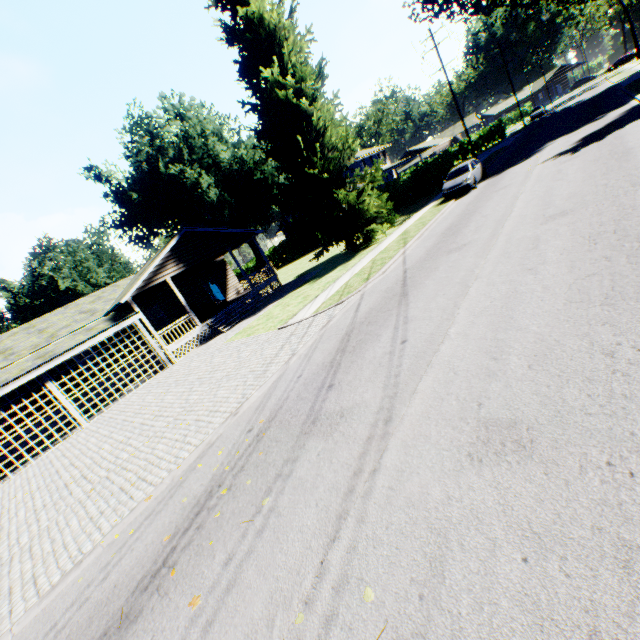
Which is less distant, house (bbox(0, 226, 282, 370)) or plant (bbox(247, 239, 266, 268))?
house (bbox(0, 226, 282, 370))

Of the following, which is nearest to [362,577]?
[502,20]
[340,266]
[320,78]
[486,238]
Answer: [486,238]

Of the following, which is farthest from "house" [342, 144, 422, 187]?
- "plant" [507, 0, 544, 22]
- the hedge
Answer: "plant" [507, 0, 544, 22]

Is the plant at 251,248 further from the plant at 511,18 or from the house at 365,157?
the plant at 511,18

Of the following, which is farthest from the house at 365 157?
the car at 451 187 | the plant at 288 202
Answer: the car at 451 187

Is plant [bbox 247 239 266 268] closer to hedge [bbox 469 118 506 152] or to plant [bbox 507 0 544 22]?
plant [bbox 507 0 544 22]

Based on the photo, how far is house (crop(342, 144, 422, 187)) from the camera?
45.8 meters

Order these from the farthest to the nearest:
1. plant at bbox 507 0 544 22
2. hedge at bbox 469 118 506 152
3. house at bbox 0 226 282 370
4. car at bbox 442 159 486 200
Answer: hedge at bbox 469 118 506 152 → plant at bbox 507 0 544 22 → car at bbox 442 159 486 200 → house at bbox 0 226 282 370
